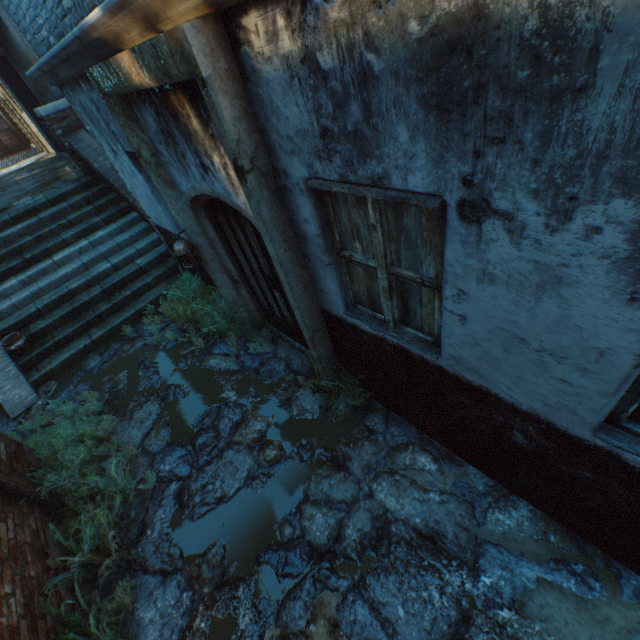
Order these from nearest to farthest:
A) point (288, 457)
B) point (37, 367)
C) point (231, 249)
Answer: point (288, 457), point (231, 249), point (37, 367)

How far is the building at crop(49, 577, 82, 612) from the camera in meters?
2.9 m

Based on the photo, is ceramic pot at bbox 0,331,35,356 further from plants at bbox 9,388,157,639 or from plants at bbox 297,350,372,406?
plants at bbox 297,350,372,406

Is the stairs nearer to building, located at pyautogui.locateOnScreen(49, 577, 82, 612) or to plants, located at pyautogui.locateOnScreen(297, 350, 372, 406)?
building, located at pyautogui.locateOnScreen(49, 577, 82, 612)

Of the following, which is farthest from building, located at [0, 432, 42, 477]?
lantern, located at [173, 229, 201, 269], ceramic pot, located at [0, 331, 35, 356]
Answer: lantern, located at [173, 229, 201, 269]

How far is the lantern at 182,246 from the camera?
4.2m

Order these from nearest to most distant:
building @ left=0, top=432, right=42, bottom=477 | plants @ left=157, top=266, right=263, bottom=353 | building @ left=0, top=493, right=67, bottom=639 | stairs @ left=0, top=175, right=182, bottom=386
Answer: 1. building @ left=0, top=493, right=67, bottom=639
2. building @ left=0, top=432, right=42, bottom=477
3. plants @ left=157, top=266, right=263, bottom=353
4. stairs @ left=0, top=175, right=182, bottom=386

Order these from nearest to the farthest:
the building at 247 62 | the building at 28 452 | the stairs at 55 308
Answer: the building at 247 62 < the building at 28 452 < the stairs at 55 308
